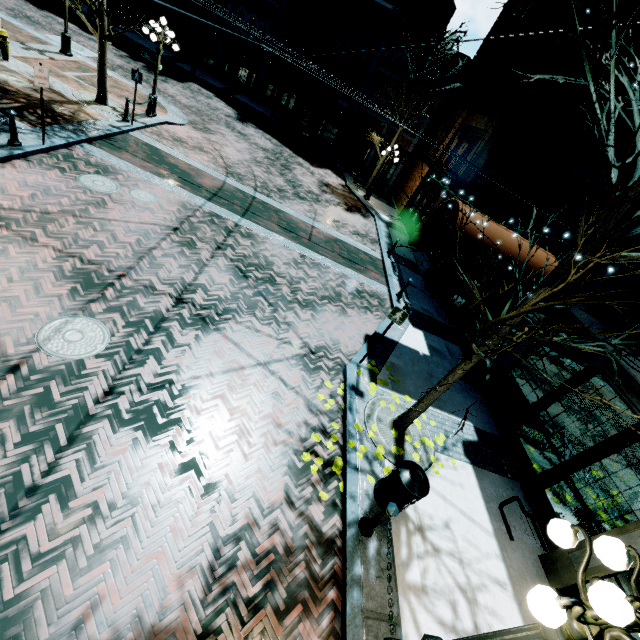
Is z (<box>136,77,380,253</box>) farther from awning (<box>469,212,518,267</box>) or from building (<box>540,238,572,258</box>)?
awning (<box>469,212,518,267</box>)

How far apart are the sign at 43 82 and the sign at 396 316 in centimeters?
1075cm

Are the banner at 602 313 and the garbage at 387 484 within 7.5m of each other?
yes

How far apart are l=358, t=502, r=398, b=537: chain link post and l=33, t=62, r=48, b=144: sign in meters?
12.6

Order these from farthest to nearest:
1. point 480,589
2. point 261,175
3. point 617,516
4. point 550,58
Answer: point 261,175, point 550,58, point 617,516, point 480,589

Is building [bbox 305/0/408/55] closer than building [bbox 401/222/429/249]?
No

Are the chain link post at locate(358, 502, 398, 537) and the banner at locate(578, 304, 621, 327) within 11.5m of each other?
yes
